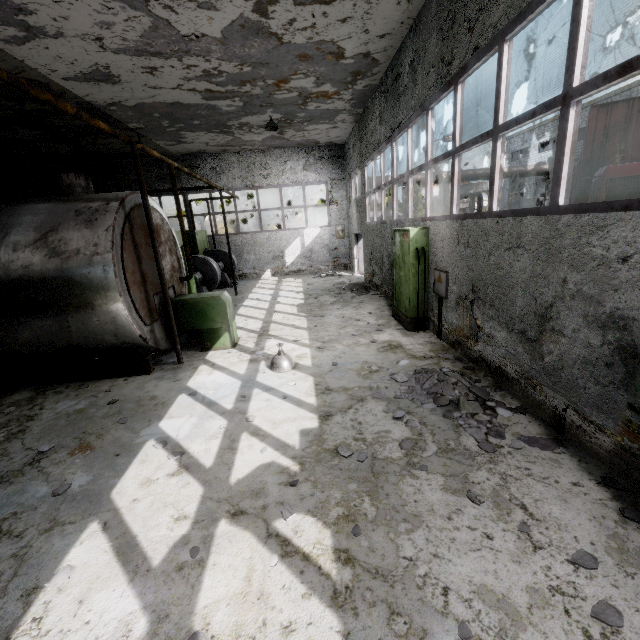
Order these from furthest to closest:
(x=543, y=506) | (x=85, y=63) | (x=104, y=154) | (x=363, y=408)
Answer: (x=104, y=154) < (x=85, y=63) < (x=363, y=408) < (x=543, y=506)

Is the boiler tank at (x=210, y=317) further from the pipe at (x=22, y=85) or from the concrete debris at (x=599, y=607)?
the pipe at (x=22, y=85)

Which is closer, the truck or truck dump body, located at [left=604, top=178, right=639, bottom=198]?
the truck

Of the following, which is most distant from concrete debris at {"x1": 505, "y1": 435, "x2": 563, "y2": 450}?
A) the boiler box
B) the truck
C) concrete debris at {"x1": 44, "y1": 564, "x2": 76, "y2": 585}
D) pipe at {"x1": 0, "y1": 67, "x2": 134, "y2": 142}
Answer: pipe at {"x1": 0, "y1": 67, "x2": 134, "y2": 142}

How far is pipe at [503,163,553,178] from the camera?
19.5m

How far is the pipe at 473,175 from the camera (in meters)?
19.31

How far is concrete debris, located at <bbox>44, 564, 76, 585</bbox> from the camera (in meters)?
2.68
